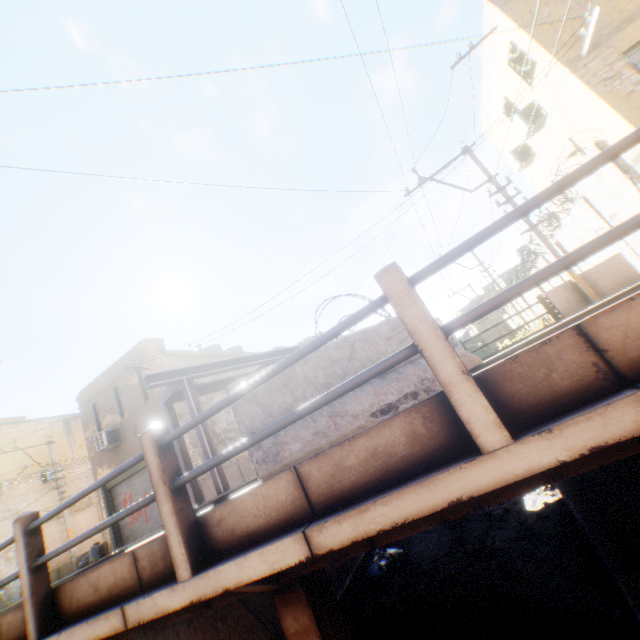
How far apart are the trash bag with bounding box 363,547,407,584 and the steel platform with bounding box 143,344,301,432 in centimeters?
416cm

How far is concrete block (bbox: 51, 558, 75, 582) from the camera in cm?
1736

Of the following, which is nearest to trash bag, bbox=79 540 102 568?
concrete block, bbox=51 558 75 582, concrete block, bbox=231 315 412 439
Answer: concrete block, bbox=51 558 75 582

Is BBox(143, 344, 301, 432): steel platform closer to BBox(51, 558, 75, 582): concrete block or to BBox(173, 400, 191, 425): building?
BBox(173, 400, 191, 425): building

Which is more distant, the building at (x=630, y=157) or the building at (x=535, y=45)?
the building at (x=535, y=45)

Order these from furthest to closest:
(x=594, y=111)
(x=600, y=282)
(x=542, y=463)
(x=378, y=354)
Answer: (x=594, y=111), (x=600, y=282), (x=378, y=354), (x=542, y=463)

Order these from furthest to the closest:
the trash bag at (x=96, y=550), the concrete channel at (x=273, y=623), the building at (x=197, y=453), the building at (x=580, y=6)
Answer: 1. the trash bag at (x=96, y=550)
2. the building at (x=197, y=453)
3. the building at (x=580, y=6)
4. the concrete channel at (x=273, y=623)
